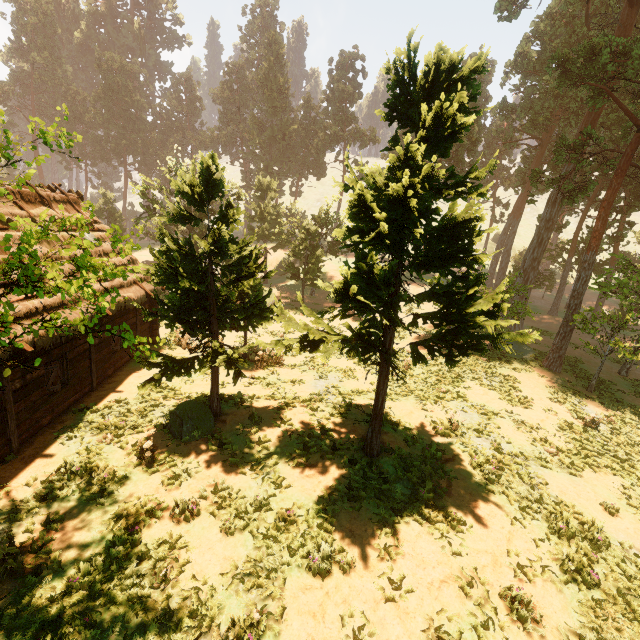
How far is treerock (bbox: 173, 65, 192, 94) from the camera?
57.72m

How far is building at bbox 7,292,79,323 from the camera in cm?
949

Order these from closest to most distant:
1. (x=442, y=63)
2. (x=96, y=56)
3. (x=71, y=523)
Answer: (x=442, y=63) < (x=71, y=523) < (x=96, y=56)

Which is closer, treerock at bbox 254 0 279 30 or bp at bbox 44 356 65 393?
bp at bbox 44 356 65 393

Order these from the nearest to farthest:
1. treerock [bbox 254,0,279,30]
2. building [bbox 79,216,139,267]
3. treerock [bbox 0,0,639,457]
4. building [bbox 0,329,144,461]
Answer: treerock [bbox 0,0,639,457] < building [bbox 0,329,144,461] < building [bbox 79,216,139,267] < treerock [bbox 254,0,279,30]

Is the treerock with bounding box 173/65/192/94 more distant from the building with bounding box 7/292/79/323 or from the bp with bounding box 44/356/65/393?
the bp with bounding box 44/356/65/393

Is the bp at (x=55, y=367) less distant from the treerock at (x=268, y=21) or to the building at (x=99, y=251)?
the building at (x=99, y=251)
